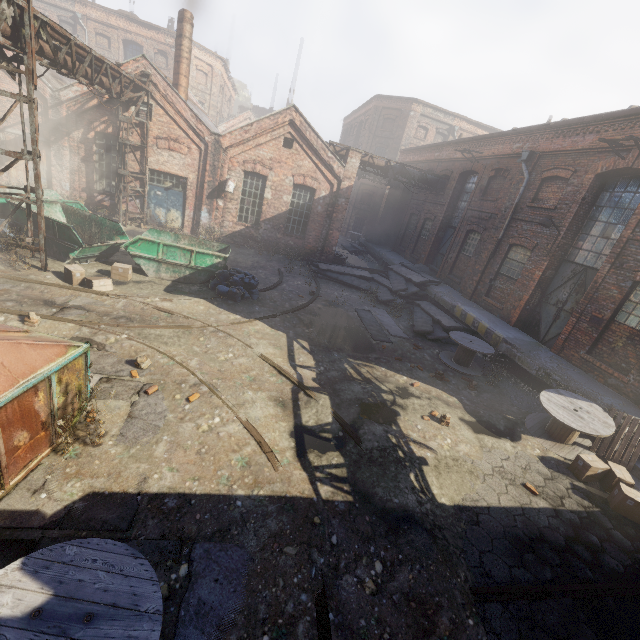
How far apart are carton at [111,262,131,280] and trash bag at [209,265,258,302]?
2.5m

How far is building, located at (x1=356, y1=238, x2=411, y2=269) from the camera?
22.2m

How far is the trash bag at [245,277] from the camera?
11.2 meters

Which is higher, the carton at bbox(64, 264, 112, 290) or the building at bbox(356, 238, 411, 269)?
the building at bbox(356, 238, 411, 269)

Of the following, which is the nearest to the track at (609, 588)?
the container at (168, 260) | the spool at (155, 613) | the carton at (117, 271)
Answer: the spool at (155, 613)

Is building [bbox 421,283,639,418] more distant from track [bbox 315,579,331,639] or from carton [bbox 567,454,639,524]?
track [bbox 315,579,331,639]

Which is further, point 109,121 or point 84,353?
point 109,121

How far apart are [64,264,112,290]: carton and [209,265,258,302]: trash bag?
3.0m
